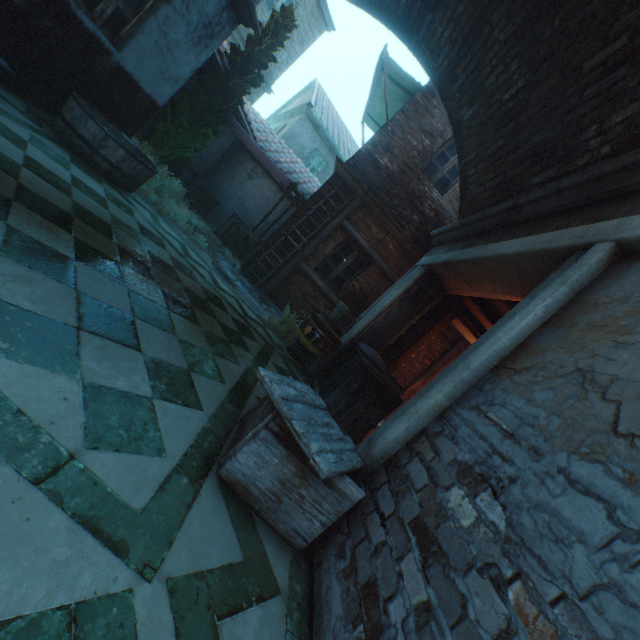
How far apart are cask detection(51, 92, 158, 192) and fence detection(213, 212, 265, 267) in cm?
302

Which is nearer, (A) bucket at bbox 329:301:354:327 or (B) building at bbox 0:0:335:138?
(B) building at bbox 0:0:335:138

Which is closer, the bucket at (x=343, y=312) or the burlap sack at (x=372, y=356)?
A: the burlap sack at (x=372, y=356)

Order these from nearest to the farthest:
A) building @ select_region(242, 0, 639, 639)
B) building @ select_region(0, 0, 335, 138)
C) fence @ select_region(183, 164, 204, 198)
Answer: building @ select_region(242, 0, 639, 639), building @ select_region(0, 0, 335, 138), fence @ select_region(183, 164, 204, 198)

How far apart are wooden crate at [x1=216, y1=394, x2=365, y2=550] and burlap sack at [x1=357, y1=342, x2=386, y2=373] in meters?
2.8

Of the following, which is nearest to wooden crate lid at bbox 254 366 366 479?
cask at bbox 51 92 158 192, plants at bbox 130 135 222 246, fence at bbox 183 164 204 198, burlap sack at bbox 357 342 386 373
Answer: burlap sack at bbox 357 342 386 373

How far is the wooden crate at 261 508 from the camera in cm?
192

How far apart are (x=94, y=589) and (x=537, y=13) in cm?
595
